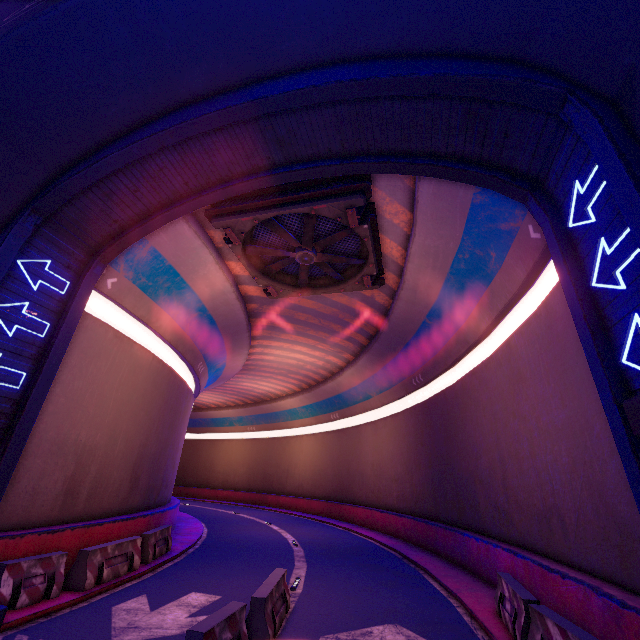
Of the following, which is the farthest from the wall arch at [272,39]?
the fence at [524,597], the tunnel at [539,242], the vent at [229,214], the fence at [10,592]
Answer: the fence at [524,597]

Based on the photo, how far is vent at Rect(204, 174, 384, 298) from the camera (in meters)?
10.38

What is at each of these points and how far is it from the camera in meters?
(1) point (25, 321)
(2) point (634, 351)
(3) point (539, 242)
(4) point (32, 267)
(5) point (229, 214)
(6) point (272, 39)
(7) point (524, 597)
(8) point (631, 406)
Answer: (1) tunnel, 8.5 m
(2) tunnel, 4.9 m
(3) tunnel, 8.1 m
(4) tunnel, 8.8 m
(5) vent, 11.1 m
(6) wall arch, 7.5 m
(7) fence, 6.7 m
(8) wall arch, 4.1 m

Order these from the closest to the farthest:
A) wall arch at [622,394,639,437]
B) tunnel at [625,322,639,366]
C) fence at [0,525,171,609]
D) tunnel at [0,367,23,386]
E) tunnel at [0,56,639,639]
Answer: wall arch at [622,394,639,437] → tunnel at [625,322,639,366] → tunnel at [0,56,639,639] → fence at [0,525,171,609] → tunnel at [0,367,23,386]

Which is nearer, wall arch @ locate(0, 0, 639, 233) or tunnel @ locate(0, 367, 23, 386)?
wall arch @ locate(0, 0, 639, 233)

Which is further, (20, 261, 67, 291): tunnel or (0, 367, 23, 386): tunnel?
(20, 261, 67, 291): tunnel

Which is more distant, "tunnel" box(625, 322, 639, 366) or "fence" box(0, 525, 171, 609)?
"fence" box(0, 525, 171, 609)

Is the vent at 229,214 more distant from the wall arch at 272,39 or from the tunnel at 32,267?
the wall arch at 272,39
